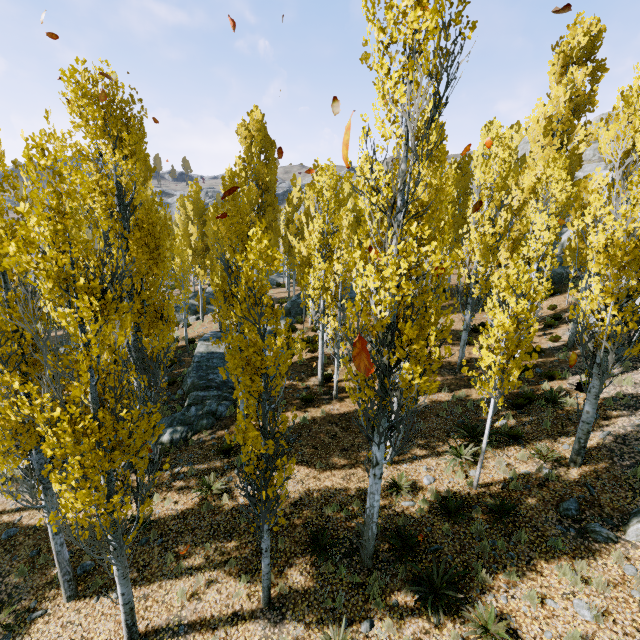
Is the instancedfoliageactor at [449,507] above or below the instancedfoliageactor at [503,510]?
below

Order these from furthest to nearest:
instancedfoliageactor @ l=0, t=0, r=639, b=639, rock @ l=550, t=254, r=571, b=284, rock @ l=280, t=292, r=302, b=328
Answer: rock @ l=550, t=254, r=571, b=284
rock @ l=280, t=292, r=302, b=328
instancedfoliageactor @ l=0, t=0, r=639, b=639

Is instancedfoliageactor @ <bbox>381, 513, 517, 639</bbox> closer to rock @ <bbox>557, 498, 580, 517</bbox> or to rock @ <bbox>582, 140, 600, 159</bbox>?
rock @ <bbox>582, 140, 600, 159</bbox>

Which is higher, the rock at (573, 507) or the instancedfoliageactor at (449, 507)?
the rock at (573, 507)

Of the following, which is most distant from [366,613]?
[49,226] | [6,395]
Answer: [49,226]

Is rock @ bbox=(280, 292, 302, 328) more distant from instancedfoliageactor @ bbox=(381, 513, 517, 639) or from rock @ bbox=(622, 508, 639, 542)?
rock @ bbox=(622, 508, 639, 542)

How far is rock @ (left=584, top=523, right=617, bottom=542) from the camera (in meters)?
7.38
